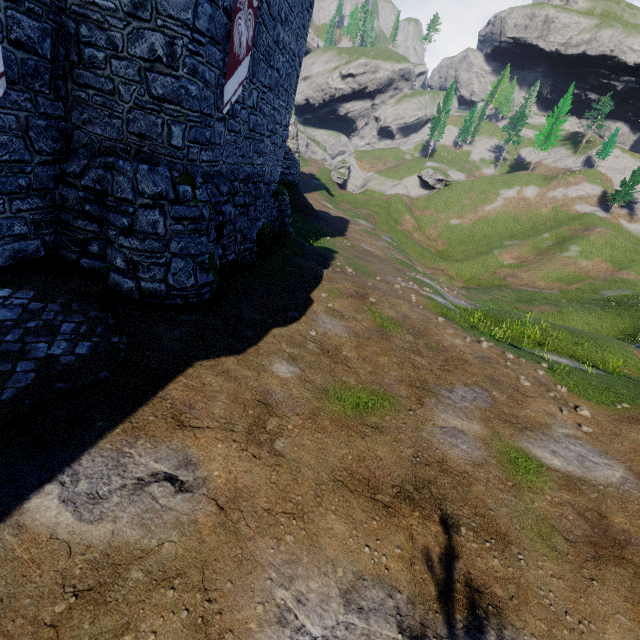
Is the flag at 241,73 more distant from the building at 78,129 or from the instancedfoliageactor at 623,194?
Result: the instancedfoliageactor at 623,194

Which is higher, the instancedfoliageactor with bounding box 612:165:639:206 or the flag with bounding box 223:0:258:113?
the instancedfoliageactor with bounding box 612:165:639:206

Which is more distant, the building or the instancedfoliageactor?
the instancedfoliageactor

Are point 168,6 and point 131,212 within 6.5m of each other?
yes

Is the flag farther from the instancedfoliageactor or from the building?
the instancedfoliageactor

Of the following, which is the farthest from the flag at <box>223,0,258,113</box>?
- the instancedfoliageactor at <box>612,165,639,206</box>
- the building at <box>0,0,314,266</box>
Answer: the instancedfoliageactor at <box>612,165,639,206</box>

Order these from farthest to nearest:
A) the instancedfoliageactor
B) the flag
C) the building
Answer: the instancedfoliageactor → the flag → the building
